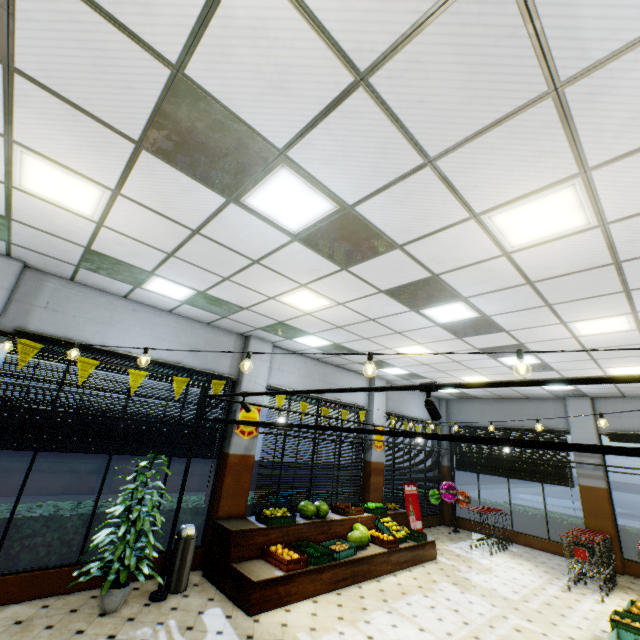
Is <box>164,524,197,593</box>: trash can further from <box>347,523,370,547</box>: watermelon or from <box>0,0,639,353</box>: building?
<box>347,523,370,547</box>: watermelon

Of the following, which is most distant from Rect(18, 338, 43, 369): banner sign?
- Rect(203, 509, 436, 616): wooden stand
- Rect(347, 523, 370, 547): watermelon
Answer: Rect(347, 523, 370, 547): watermelon

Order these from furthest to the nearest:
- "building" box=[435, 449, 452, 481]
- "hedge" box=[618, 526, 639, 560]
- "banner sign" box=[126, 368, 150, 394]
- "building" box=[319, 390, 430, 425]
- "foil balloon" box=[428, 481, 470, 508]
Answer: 1. "building" box=[435, 449, 452, 481]
2. "foil balloon" box=[428, 481, 470, 508]
3. "building" box=[319, 390, 430, 425]
4. "hedge" box=[618, 526, 639, 560]
5. "banner sign" box=[126, 368, 150, 394]

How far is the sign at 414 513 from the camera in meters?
10.4 m

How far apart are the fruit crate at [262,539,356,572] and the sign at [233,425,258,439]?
2.4m

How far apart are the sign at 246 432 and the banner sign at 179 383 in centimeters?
A: 137cm

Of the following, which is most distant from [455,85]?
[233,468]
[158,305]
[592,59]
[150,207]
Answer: [233,468]

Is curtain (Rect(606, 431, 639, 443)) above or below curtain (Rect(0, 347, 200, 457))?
above
